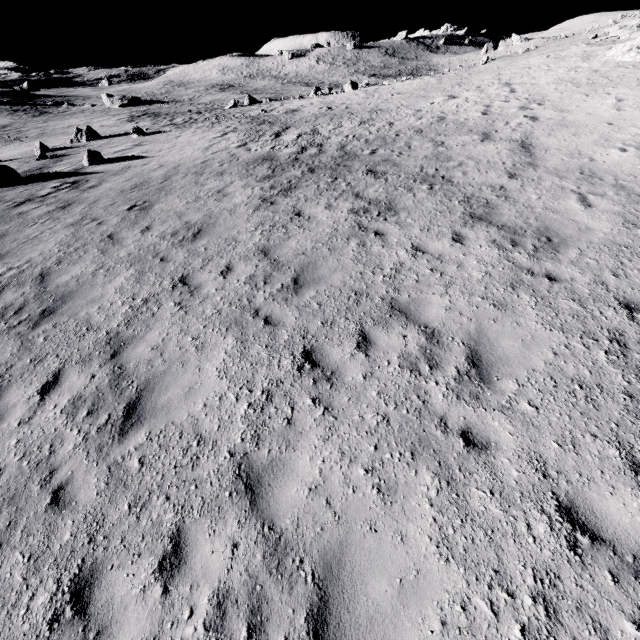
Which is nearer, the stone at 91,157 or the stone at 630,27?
the stone at 630,27

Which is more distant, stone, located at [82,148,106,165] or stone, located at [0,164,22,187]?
stone, located at [82,148,106,165]

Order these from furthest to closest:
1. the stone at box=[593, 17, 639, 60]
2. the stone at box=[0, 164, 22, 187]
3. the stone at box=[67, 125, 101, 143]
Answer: the stone at box=[67, 125, 101, 143] → the stone at box=[593, 17, 639, 60] → the stone at box=[0, 164, 22, 187]

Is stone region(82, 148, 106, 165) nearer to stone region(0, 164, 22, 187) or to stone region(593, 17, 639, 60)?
stone region(0, 164, 22, 187)

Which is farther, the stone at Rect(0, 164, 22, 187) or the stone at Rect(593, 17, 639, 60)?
the stone at Rect(593, 17, 639, 60)

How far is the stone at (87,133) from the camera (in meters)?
28.20

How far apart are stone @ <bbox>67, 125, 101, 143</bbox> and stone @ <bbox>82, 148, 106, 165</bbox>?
14.5 meters

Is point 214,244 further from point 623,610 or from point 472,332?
point 623,610
